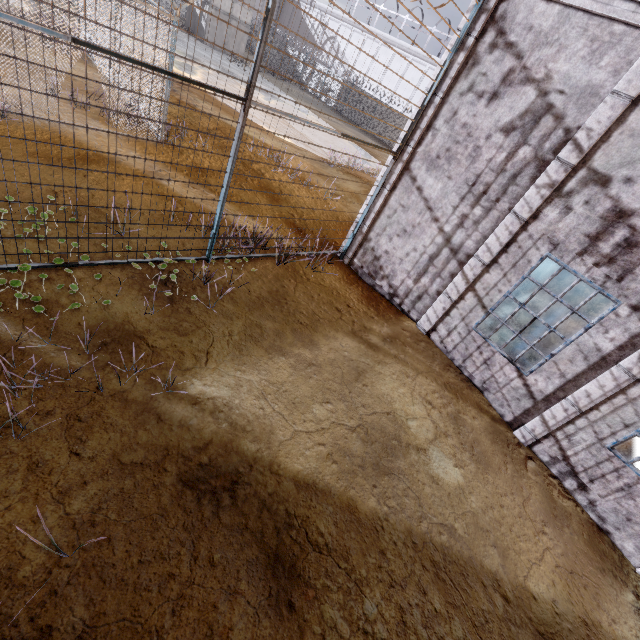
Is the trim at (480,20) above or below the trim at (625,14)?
below

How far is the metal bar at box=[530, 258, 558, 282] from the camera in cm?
945

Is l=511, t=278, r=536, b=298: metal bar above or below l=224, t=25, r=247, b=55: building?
below

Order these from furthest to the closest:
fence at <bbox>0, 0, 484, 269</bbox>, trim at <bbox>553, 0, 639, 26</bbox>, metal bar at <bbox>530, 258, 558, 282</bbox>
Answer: metal bar at <bbox>530, 258, 558, 282</bbox> → trim at <bbox>553, 0, 639, 26</bbox> → fence at <bbox>0, 0, 484, 269</bbox>

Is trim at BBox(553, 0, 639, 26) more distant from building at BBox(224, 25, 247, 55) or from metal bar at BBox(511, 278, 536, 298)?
building at BBox(224, 25, 247, 55)

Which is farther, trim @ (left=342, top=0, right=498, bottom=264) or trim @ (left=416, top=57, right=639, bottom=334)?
trim @ (left=342, top=0, right=498, bottom=264)

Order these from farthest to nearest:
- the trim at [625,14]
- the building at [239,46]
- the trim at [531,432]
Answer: the building at [239,46], the trim at [531,432], the trim at [625,14]

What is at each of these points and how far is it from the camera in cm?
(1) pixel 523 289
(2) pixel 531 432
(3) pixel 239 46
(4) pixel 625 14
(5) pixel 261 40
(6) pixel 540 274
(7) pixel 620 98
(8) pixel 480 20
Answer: (1) metal bar, 1111
(2) trim, 639
(3) building, 3044
(4) trim, 459
(5) fence, 404
(6) metal bar, 1102
(7) trim, 475
(8) trim, 579
